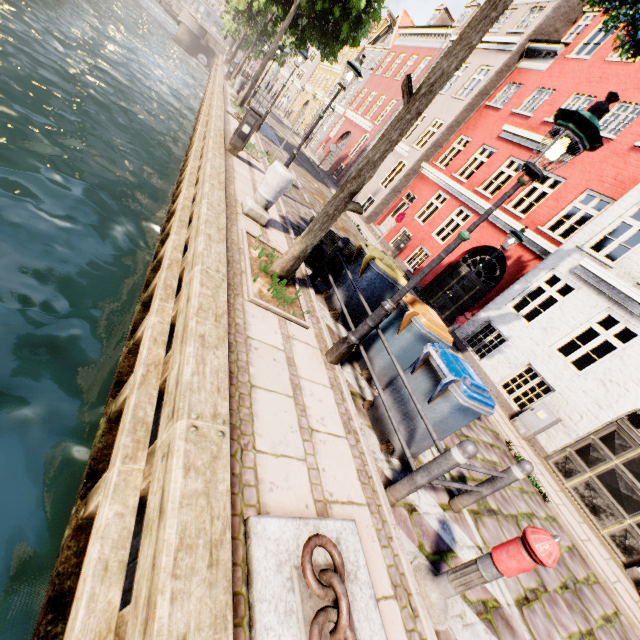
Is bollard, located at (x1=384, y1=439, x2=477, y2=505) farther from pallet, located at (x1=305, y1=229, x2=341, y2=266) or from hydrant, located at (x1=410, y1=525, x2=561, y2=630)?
pallet, located at (x1=305, y1=229, x2=341, y2=266)

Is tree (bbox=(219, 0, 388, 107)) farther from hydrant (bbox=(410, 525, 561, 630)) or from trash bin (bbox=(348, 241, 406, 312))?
hydrant (bbox=(410, 525, 561, 630))

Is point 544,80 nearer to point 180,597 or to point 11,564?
point 180,597

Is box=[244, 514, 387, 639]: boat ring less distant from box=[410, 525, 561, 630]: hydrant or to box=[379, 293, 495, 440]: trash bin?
box=[410, 525, 561, 630]: hydrant

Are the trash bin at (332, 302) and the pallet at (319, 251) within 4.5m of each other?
yes

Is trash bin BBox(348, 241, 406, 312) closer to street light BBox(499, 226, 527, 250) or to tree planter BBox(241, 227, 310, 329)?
tree planter BBox(241, 227, 310, 329)

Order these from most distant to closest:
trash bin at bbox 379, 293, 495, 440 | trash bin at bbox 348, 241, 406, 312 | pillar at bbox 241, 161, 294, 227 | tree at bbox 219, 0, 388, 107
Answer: tree at bbox 219, 0, 388, 107 → pillar at bbox 241, 161, 294, 227 → trash bin at bbox 348, 241, 406, 312 → trash bin at bbox 379, 293, 495, 440

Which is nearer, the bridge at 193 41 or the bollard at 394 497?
the bollard at 394 497
